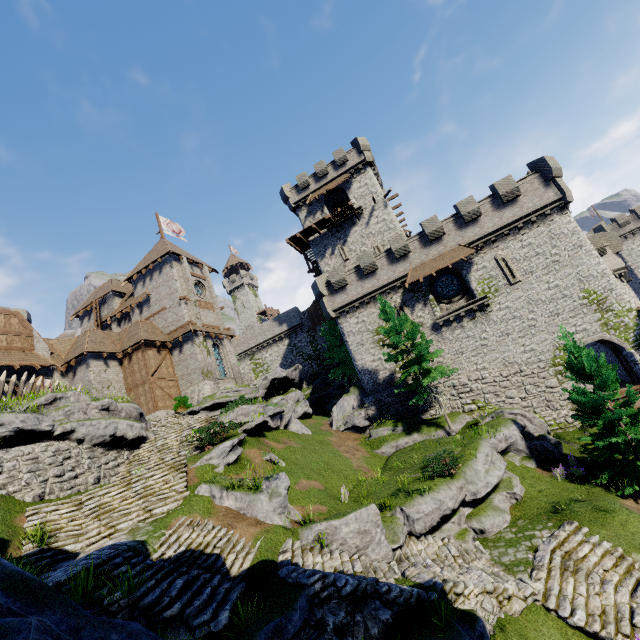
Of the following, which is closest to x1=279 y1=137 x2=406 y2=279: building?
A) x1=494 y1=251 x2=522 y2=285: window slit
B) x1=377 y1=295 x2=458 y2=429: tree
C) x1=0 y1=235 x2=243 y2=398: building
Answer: x1=377 y1=295 x2=458 y2=429: tree

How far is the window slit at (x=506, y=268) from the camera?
24.3m

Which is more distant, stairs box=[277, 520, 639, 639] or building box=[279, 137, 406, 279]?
building box=[279, 137, 406, 279]

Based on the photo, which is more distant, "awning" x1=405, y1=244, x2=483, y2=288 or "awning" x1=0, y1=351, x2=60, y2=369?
"awning" x1=405, y1=244, x2=483, y2=288

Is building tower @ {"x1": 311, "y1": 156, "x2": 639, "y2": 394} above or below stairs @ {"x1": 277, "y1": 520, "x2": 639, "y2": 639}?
above

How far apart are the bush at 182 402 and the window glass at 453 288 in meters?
22.6 m

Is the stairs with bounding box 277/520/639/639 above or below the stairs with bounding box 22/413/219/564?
below

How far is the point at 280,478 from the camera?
13.2 meters
